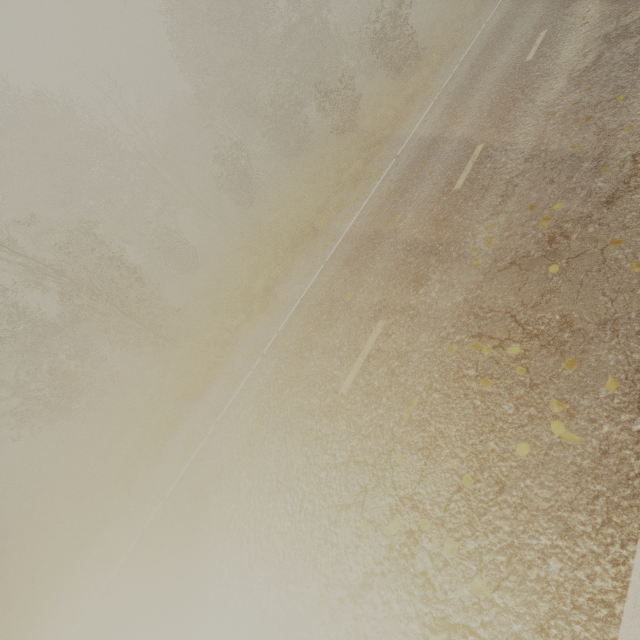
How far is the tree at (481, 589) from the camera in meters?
2.7 m

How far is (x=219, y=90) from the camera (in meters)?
23.08

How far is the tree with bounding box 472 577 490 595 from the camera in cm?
271

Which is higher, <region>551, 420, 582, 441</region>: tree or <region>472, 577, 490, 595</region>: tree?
<region>472, 577, 490, 595</region>: tree

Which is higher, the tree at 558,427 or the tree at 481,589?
the tree at 481,589
